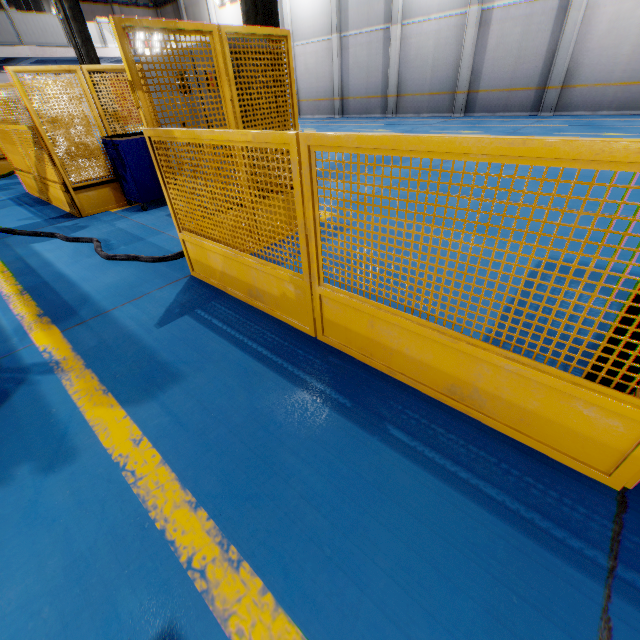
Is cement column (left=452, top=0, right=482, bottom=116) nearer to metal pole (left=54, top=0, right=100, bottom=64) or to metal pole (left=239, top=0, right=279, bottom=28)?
metal pole (left=239, top=0, right=279, bottom=28)

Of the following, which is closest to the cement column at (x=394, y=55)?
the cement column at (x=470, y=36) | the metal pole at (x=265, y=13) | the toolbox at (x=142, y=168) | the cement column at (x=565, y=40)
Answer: the cement column at (x=470, y=36)

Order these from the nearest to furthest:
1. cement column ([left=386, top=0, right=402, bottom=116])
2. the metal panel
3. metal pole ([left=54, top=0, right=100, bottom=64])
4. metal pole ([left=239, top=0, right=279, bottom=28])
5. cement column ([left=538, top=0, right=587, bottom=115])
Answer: the metal panel
metal pole ([left=239, top=0, right=279, bottom=28])
metal pole ([left=54, top=0, right=100, bottom=64])
cement column ([left=538, top=0, right=587, bottom=115])
cement column ([left=386, top=0, right=402, bottom=116])

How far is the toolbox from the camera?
5.6 meters

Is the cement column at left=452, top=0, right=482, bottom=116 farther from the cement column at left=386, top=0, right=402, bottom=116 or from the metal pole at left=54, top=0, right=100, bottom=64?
the metal pole at left=54, top=0, right=100, bottom=64

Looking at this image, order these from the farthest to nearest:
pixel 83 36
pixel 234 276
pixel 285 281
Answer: pixel 83 36
pixel 234 276
pixel 285 281

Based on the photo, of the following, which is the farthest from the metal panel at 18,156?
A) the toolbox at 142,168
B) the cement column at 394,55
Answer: the cement column at 394,55

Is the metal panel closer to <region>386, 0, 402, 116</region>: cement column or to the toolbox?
the toolbox
